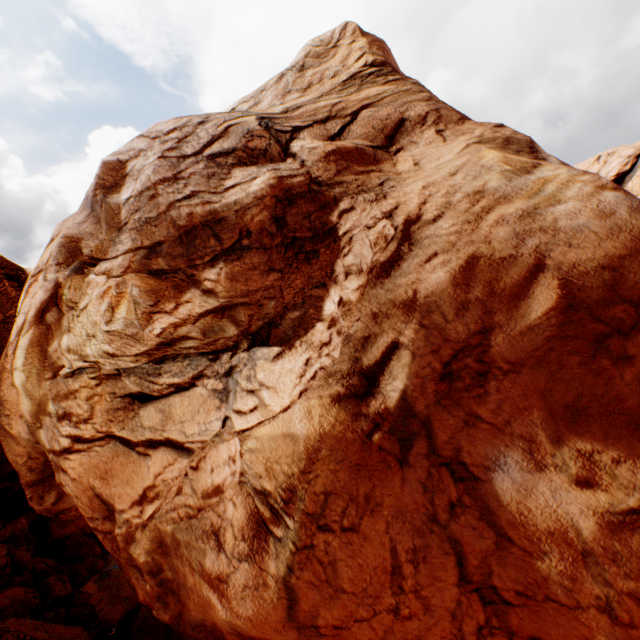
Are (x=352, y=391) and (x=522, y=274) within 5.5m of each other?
yes
